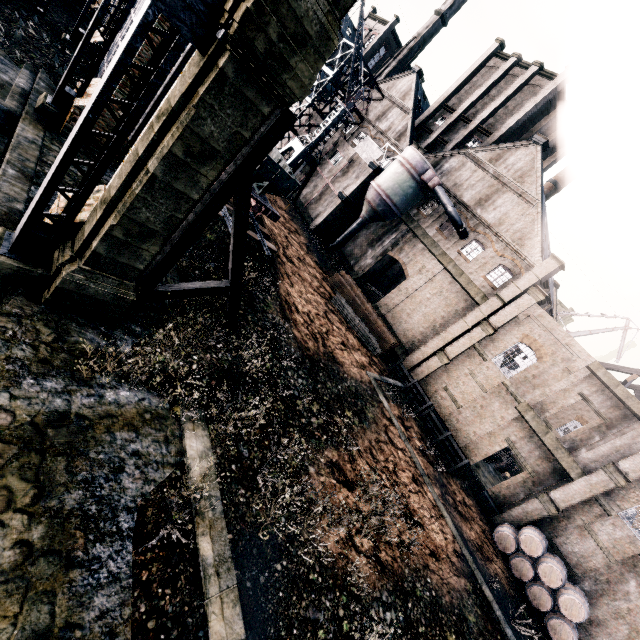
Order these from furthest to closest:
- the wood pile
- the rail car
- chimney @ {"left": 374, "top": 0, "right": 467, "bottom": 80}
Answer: chimney @ {"left": 374, "top": 0, "right": 467, "bottom": 80}
the wood pile
the rail car

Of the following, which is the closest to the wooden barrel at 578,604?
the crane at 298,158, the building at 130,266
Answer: the building at 130,266

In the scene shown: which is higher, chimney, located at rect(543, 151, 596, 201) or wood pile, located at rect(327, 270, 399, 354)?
chimney, located at rect(543, 151, 596, 201)

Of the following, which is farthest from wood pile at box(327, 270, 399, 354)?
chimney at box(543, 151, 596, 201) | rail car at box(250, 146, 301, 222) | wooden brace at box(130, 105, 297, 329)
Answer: chimney at box(543, 151, 596, 201)

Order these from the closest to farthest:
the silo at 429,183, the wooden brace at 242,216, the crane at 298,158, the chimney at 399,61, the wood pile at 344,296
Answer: the wooden brace at 242,216
the wood pile at 344,296
the silo at 429,183
the crane at 298,158
the chimney at 399,61

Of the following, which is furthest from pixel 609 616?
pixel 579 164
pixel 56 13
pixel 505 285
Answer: pixel 56 13

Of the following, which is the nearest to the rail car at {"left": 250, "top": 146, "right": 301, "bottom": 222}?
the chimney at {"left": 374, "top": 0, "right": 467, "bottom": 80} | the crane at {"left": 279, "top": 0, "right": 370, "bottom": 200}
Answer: the crane at {"left": 279, "top": 0, "right": 370, "bottom": 200}

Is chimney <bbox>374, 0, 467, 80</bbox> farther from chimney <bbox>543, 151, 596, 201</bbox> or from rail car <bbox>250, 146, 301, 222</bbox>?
rail car <bbox>250, 146, 301, 222</bbox>
